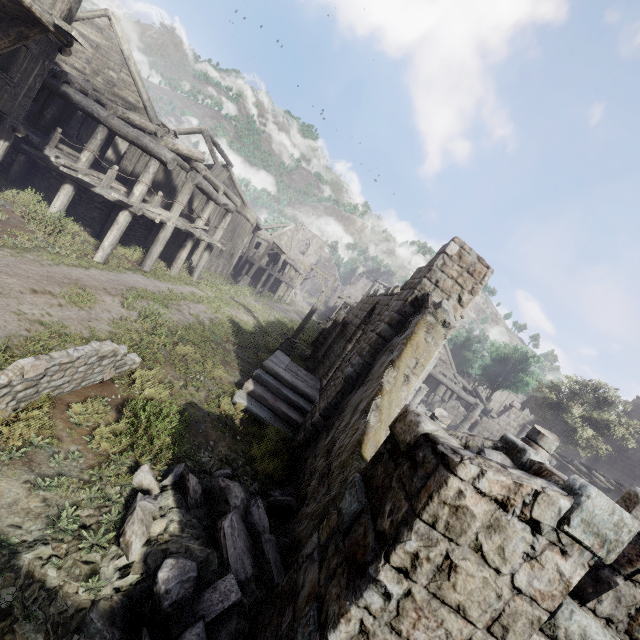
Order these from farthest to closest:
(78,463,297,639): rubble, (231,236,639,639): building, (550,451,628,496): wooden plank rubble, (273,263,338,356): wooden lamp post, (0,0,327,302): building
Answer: (550,451,628,496): wooden plank rubble → (273,263,338,356): wooden lamp post → (0,0,327,302): building → (78,463,297,639): rubble → (231,236,639,639): building

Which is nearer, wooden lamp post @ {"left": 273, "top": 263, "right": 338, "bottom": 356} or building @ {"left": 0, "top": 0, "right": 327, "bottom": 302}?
building @ {"left": 0, "top": 0, "right": 327, "bottom": 302}

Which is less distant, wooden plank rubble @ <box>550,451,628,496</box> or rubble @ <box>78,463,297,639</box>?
rubble @ <box>78,463,297,639</box>

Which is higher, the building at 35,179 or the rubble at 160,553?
the building at 35,179

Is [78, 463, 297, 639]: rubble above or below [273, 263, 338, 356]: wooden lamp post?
below

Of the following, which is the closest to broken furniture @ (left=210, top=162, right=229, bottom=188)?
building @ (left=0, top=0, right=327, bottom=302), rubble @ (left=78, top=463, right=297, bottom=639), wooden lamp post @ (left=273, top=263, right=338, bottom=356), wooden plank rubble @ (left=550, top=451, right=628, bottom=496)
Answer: building @ (left=0, top=0, right=327, bottom=302)

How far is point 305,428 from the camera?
8.5m

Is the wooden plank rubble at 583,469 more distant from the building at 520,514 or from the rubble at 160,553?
the rubble at 160,553
